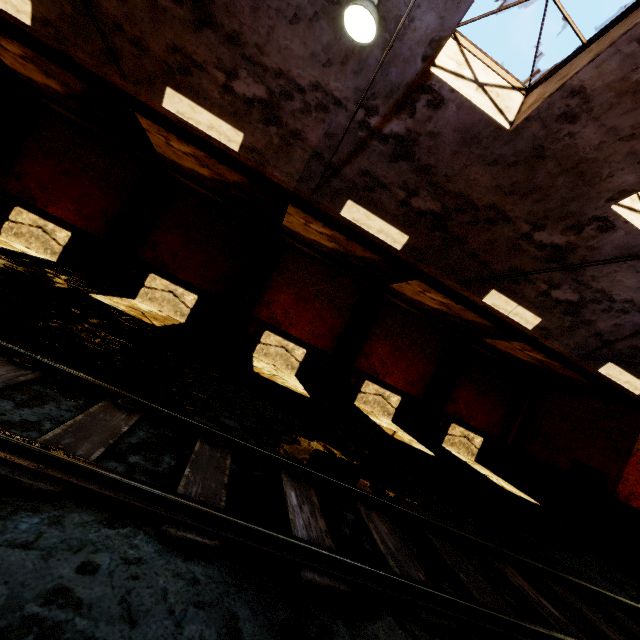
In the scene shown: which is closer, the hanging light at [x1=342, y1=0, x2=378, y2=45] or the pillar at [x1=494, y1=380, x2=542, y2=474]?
the hanging light at [x1=342, y1=0, x2=378, y2=45]

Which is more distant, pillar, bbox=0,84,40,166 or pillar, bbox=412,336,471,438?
pillar, bbox=412,336,471,438

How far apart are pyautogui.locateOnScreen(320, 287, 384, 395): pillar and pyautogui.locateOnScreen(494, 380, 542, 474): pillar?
9.2m

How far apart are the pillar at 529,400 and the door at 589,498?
2.56m

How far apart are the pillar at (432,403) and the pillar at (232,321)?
9.2m

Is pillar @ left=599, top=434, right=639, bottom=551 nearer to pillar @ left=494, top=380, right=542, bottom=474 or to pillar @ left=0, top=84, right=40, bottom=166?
pillar @ left=494, top=380, right=542, bottom=474

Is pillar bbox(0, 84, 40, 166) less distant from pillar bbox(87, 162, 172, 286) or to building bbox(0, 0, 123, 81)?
pillar bbox(87, 162, 172, 286)

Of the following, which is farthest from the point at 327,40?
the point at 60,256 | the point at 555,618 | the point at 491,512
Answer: the point at 60,256
